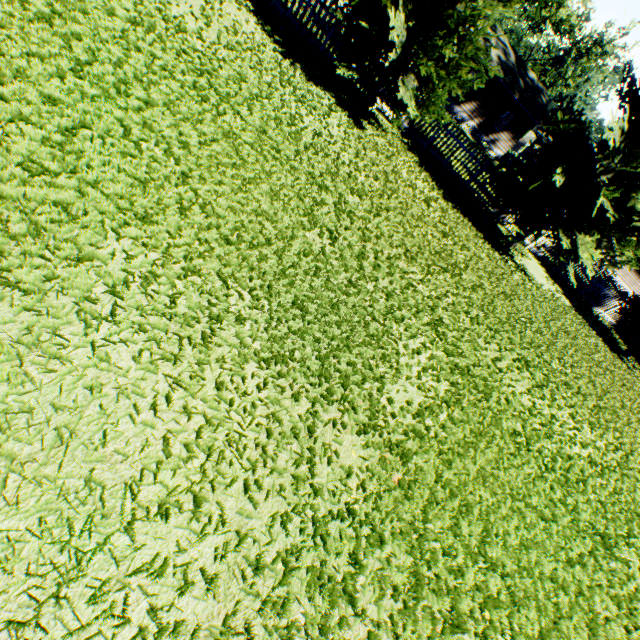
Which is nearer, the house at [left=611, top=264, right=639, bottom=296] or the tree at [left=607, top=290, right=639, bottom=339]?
the tree at [left=607, top=290, right=639, bottom=339]

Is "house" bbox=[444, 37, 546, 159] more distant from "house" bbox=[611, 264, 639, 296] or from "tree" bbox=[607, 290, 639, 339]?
"tree" bbox=[607, 290, 639, 339]

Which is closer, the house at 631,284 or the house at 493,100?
the house at 493,100

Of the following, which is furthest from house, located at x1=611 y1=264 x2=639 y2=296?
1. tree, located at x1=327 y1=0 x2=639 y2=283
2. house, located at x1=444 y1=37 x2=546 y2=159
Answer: house, located at x1=444 y1=37 x2=546 y2=159

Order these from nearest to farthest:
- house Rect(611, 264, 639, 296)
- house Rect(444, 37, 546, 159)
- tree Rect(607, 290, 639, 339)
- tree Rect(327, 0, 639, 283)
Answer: tree Rect(327, 0, 639, 283), tree Rect(607, 290, 639, 339), house Rect(444, 37, 546, 159), house Rect(611, 264, 639, 296)

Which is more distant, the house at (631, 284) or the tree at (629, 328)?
the house at (631, 284)

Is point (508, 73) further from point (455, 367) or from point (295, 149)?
point (455, 367)
